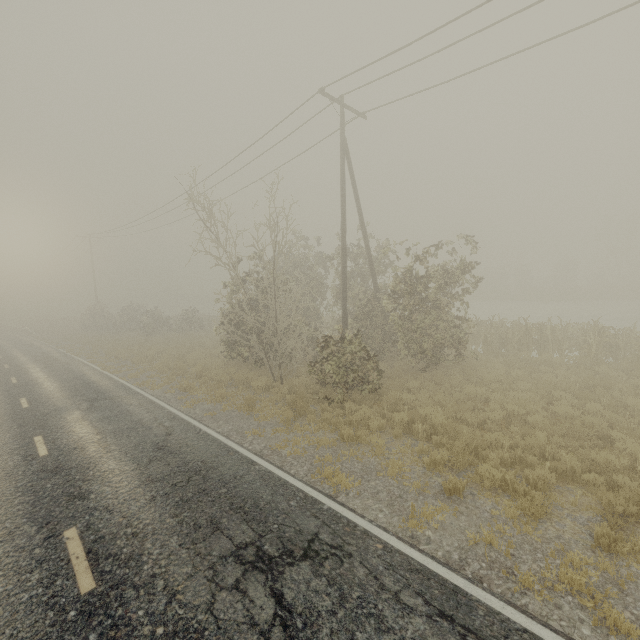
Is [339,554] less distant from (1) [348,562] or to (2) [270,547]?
(1) [348,562]
